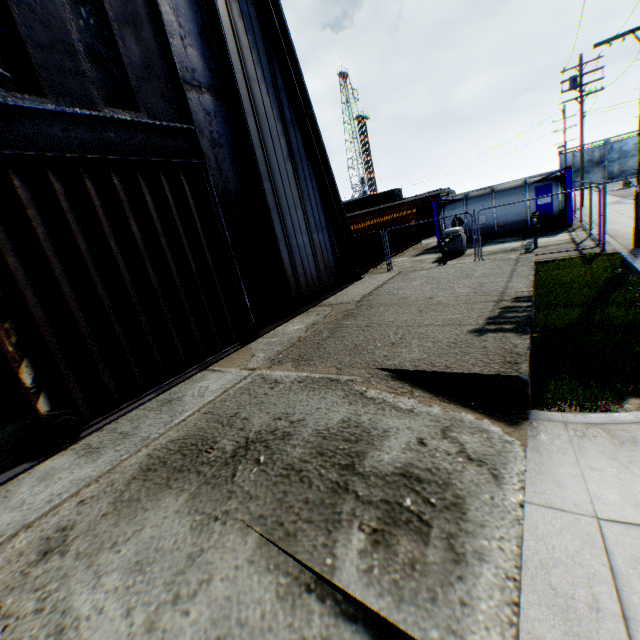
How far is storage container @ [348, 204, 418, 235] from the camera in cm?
1692

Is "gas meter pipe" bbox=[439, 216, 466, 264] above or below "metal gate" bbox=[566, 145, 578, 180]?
below

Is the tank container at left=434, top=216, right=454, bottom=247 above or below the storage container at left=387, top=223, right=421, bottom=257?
above

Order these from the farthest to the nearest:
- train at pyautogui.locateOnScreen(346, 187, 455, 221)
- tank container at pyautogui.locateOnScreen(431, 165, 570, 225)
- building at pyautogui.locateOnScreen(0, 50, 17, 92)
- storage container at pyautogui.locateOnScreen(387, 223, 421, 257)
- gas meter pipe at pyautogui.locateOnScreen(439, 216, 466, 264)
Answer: train at pyautogui.locateOnScreen(346, 187, 455, 221), storage container at pyautogui.locateOnScreen(387, 223, 421, 257), tank container at pyautogui.locateOnScreen(431, 165, 570, 225), gas meter pipe at pyautogui.locateOnScreen(439, 216, 466, 264), building at pyautogui.locateOnScreen(0, 50, 17, 92)

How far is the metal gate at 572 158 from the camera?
50.8 meters

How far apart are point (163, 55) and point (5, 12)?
2.5 meters

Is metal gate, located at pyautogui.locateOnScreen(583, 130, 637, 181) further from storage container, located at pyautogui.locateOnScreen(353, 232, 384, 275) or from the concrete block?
the concrete block

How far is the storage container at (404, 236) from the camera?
20.73m
